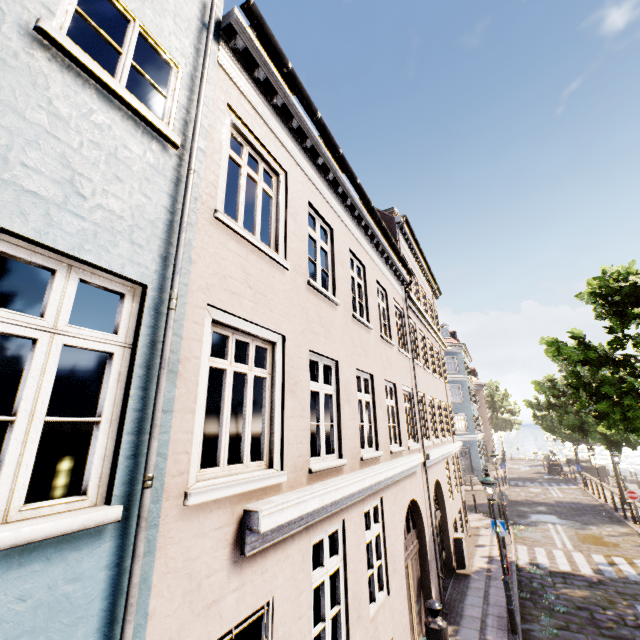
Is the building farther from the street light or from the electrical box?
the electrical box

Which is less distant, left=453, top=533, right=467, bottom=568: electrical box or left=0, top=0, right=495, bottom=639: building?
left=0, top=0, right=495, bottom=639: building

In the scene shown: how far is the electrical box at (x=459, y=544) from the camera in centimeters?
1258cm

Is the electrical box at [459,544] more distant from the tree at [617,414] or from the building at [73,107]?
the building at [73,107]

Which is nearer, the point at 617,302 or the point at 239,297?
the point at 239,297

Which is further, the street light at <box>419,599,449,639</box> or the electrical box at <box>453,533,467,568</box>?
the electrical box at <box>453,533,467,568</box>

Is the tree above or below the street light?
above

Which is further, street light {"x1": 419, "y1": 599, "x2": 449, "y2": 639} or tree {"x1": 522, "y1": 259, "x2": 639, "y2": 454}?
tree {"x1": 522, "y1": 259, "x2": 639, "y2": 454}
